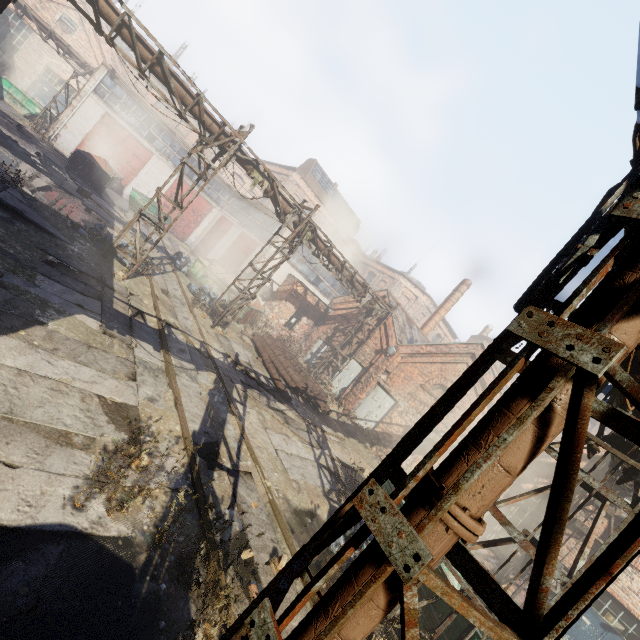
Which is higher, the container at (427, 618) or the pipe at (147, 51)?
A: the pipe at (147, 51)

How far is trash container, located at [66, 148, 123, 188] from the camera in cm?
1977

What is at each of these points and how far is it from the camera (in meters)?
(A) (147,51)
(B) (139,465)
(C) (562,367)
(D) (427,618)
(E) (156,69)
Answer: (A) pipe, 9.29
(B) instancedfoliageactor, 4.95
(C) pipe, 1.64
(D) container, 6.45
(E) pipe, 9.58

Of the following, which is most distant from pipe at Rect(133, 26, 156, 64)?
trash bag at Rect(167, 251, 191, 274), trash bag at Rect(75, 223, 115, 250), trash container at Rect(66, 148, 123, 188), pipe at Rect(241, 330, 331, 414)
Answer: trash container at Rect(66, 148, 123, 188)

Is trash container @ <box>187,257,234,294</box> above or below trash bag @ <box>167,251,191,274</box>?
above

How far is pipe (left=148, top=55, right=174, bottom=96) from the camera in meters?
9.5

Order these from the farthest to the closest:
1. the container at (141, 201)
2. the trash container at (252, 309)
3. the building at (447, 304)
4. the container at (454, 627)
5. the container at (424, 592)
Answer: the building at (447, 304) → the container at (141, 201) → the trash container at (252, 309) → the container at (424, 592) → the container at (454, 627)
